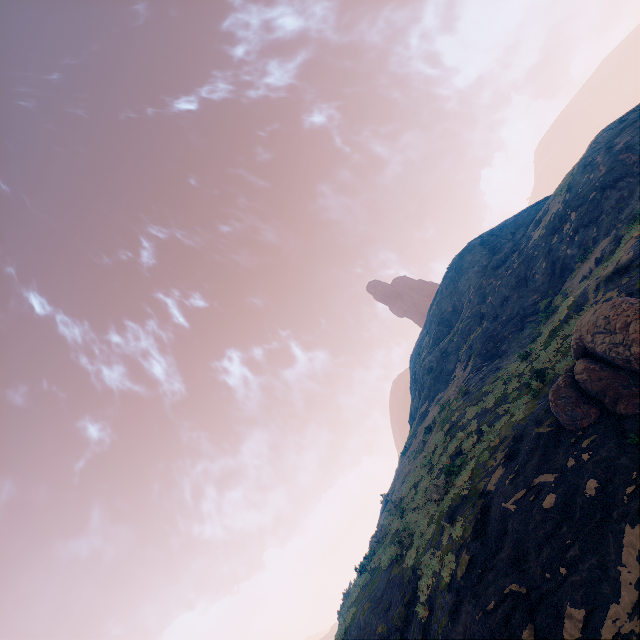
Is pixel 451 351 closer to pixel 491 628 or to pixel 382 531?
pixel 382 531

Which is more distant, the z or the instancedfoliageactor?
the instancedfoliageactor

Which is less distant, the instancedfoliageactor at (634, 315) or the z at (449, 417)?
the z at (449, 417)
